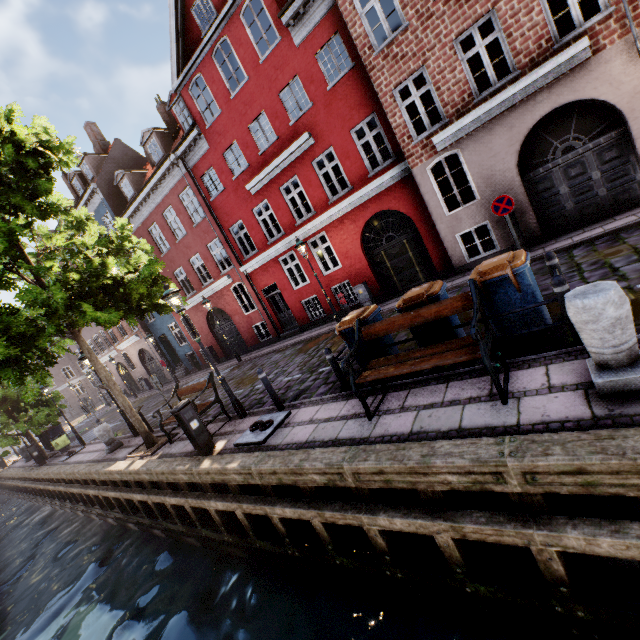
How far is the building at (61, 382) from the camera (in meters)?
34.19

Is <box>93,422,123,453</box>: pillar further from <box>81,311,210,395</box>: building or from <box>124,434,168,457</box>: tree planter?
<box>81,311,210,395</box>: building

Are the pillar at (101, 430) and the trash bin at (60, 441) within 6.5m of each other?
no

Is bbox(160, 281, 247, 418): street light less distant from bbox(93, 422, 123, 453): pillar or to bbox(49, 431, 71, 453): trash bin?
bbox(93, 422, 123, 453): pillar

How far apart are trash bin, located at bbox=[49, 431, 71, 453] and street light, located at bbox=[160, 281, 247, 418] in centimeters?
1587cm

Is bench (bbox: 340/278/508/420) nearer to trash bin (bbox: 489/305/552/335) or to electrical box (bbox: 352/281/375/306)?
trash bin (bbox: 489/305/552/335)

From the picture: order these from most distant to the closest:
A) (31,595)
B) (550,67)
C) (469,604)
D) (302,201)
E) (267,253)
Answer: (302,201), (267,253), (31,595), (550,67), (469,604)

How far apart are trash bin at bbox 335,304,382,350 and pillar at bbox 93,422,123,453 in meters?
10.8
